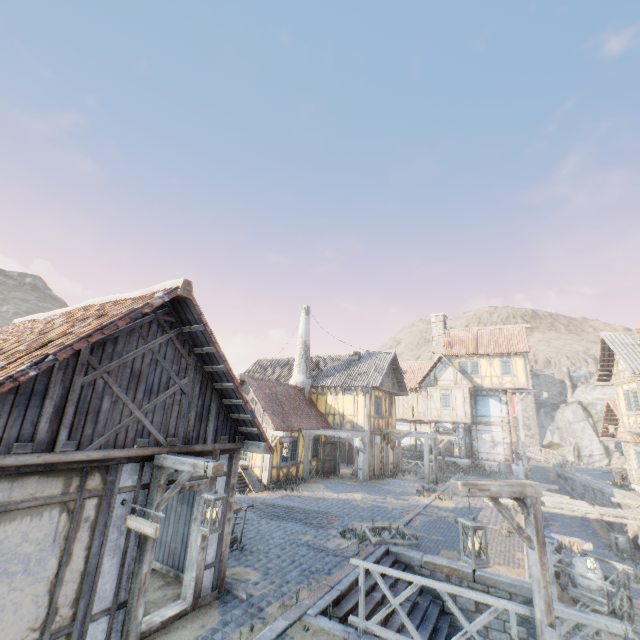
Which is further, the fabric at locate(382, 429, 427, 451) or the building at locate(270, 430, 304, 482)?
the fabric at locate(382, 429, 427, 451)

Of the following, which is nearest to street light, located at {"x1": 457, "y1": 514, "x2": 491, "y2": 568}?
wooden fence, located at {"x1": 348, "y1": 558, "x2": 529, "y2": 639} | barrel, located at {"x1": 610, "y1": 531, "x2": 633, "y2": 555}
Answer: wooden fence, located at {"x1": 348, "y1": 558, "x2": 529, "y2": 639}

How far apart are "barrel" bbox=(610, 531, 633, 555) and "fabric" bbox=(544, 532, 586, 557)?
11.53m

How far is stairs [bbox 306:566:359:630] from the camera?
6.6 meters

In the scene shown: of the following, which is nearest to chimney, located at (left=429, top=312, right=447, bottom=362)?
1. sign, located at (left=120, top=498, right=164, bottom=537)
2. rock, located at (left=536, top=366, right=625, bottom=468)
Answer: rock, located at (left=536, top=366, right=625, bottom=468)

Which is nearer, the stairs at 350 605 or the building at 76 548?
the building at 76 548

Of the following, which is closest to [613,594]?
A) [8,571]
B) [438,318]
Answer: [8,571]

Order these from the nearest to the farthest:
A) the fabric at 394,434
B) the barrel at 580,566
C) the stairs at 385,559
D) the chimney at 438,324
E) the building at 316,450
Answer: the stairs at 385,559 → the barrel at 580,566 → the building at 316,450 → the fabric at 394,434 → the chimney at 438,324
